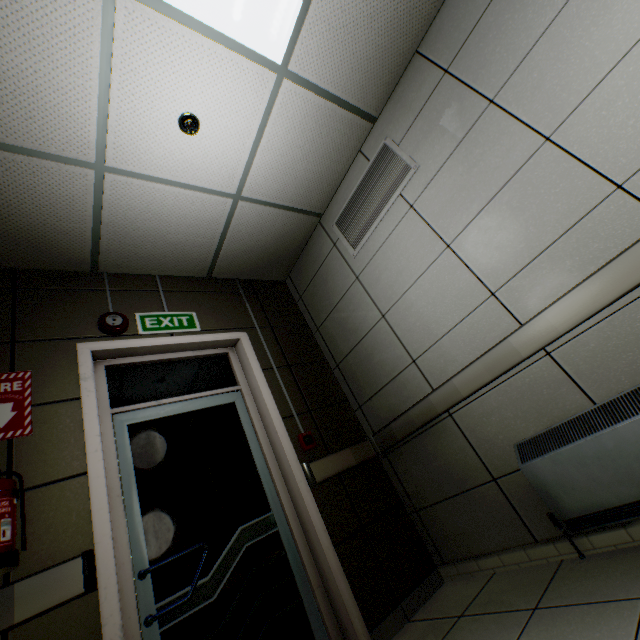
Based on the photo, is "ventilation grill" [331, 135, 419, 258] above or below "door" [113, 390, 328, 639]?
above

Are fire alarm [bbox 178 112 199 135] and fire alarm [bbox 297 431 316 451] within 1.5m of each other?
no

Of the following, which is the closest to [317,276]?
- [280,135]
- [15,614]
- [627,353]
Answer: [280,135]

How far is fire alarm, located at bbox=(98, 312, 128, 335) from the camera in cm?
247

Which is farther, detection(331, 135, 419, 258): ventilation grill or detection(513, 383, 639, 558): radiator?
detection(331, 135, 419, 258): ventilation grill

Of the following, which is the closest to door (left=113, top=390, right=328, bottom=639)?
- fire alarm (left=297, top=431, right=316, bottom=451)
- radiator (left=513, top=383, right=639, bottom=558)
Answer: fire alarm (left=297, top=431, right=316, bottom=451)

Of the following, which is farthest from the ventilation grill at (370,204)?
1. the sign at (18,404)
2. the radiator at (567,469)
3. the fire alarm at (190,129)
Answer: the sign at (18,404)

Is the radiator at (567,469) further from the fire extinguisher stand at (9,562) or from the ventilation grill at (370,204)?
the fire extinguisher stand at (9,562)
